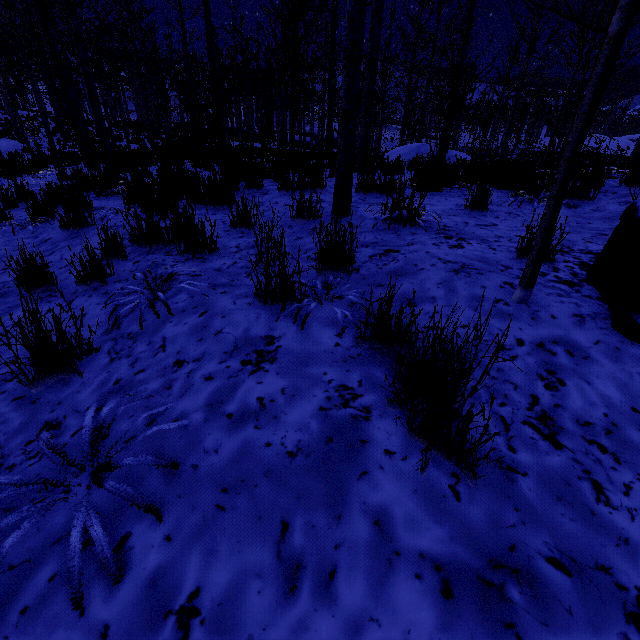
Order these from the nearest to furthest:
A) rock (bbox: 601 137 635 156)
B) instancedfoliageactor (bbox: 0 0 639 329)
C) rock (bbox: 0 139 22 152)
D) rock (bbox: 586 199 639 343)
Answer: rock (bbox: 586 199 639 343)
instancedfoliageactor (bbox: 0 0 639 329)
rock (bbox: 0 139 22 152)
rock (bbox: 601 137 635 156)

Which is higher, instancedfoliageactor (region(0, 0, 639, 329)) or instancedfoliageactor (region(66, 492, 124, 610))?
instancedfoliageactor (region(0, 0, 639, 329))

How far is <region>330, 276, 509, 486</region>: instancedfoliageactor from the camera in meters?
0.9

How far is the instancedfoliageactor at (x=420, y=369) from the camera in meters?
0.9 m

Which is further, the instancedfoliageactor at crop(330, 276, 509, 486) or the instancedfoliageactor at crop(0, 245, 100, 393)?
the instancedfoliageactor at crop(0, 245, 100, 393)

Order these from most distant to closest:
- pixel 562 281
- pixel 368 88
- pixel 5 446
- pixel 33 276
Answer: pixel 368 88, pixel 33 276, pixel 562 281, pixel 5 446

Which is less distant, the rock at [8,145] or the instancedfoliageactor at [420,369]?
the instancedfoliageactor at [420,369]
